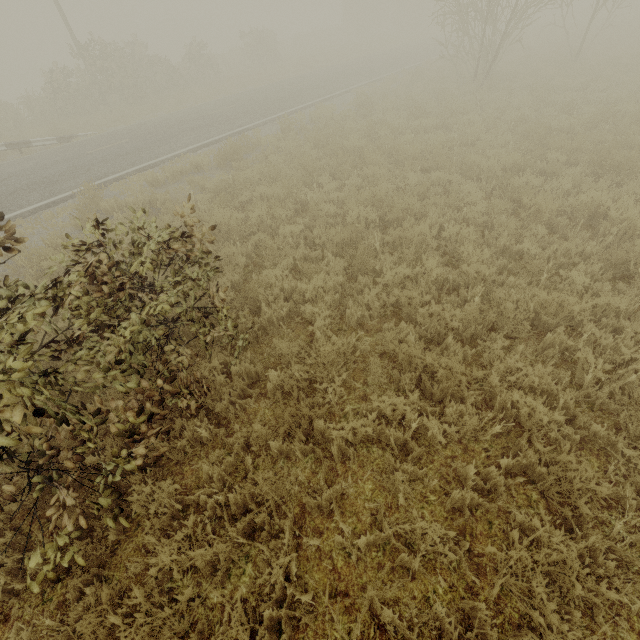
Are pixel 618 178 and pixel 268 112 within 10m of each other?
no

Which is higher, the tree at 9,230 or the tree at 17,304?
the tree at 9,230

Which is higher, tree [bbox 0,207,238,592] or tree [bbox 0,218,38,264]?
tree [bbox 0,218,38,264]
